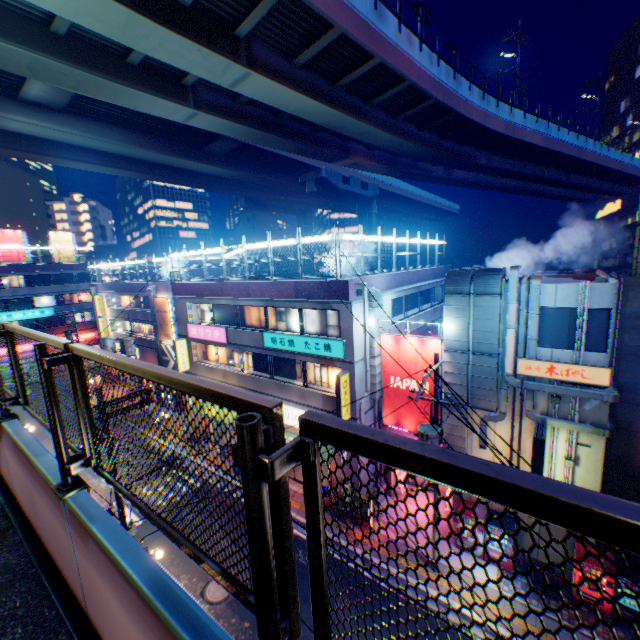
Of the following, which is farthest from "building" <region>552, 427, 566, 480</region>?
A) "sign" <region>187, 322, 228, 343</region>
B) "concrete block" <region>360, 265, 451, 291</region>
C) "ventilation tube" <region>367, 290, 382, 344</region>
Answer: "sign" <region>187, 322, 228, 343</region>

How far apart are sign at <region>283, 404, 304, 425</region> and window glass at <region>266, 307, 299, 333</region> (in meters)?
4.33

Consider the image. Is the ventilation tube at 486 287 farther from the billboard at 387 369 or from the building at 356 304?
the building at 356 304

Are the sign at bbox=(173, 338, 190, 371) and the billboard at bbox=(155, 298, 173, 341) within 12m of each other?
yes

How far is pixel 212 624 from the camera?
1.65m

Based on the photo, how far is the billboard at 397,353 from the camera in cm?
1553

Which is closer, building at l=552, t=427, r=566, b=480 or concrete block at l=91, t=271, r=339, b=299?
building at l=552, t=427, r=566, b=480

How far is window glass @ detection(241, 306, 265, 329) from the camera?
20.2m
